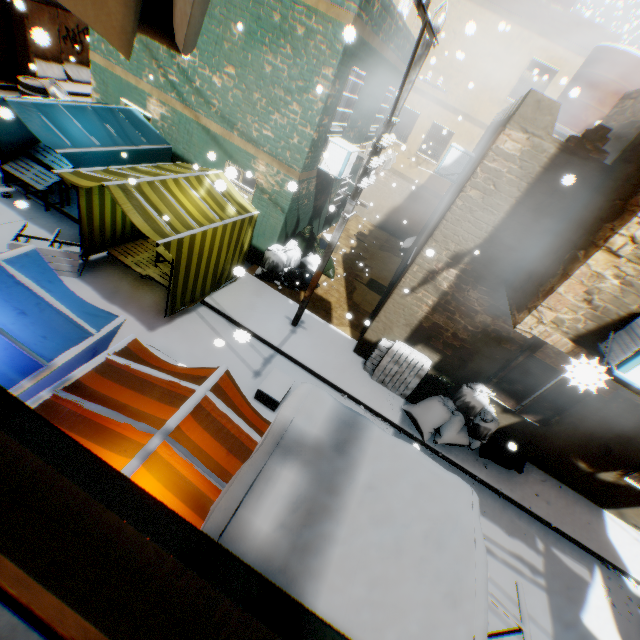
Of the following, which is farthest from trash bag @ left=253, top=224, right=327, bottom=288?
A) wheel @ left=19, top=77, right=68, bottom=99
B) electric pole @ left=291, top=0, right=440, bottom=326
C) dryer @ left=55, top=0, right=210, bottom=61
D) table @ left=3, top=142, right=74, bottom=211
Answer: wheel @ left=19, top=77, right=68, bottom=99

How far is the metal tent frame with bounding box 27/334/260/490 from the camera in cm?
288

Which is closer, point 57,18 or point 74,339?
point 74,339

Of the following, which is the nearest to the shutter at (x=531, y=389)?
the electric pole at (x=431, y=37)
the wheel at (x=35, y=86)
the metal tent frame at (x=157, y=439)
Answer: the electric pole at (x=431, y=37)

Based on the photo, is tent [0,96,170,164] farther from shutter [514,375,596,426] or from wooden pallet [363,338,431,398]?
wooden pallet [363,338,431,398]

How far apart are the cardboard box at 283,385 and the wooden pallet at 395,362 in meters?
1.8

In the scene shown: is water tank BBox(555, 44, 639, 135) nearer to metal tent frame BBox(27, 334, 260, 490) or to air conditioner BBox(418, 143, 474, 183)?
air conditioner BBox(418, 143, 474, 183)

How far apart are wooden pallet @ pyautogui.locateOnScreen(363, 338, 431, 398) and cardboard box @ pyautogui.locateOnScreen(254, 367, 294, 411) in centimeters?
180cm
